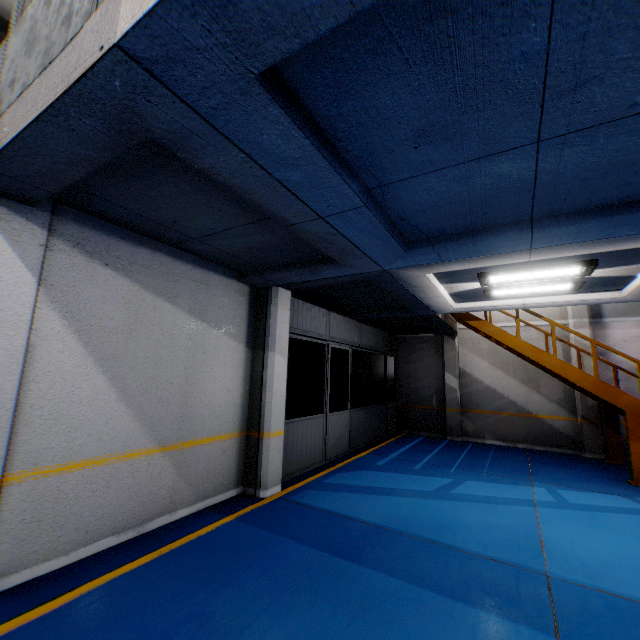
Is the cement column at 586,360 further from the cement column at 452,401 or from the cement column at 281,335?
the cement column at 281,335

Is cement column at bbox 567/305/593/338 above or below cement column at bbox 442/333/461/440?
above

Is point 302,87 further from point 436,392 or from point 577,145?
point 436,392

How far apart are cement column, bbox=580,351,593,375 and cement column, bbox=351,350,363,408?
7.1 meters

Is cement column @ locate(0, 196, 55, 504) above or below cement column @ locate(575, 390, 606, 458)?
above

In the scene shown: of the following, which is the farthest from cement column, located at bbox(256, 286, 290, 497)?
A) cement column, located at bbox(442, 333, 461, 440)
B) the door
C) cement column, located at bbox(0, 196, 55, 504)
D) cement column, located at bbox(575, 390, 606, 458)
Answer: cement column, located at bbox(575, 390, 606, 458)

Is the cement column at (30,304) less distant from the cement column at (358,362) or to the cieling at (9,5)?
the cieling at (9,5)

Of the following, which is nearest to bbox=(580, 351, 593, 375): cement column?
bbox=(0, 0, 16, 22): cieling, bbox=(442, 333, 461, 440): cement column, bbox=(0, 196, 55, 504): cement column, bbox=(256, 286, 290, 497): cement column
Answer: bbox=(442, 333, 461, 440): cement column
